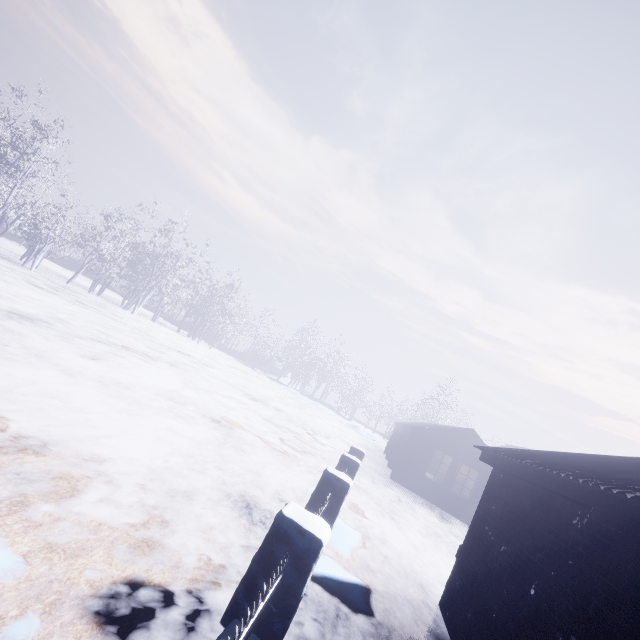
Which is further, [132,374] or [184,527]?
[132,374]

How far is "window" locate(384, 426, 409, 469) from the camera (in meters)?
16.72

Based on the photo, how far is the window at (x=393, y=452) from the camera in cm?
1672

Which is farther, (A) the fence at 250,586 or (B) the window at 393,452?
(B) the window at 393,452

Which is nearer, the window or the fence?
the fence
